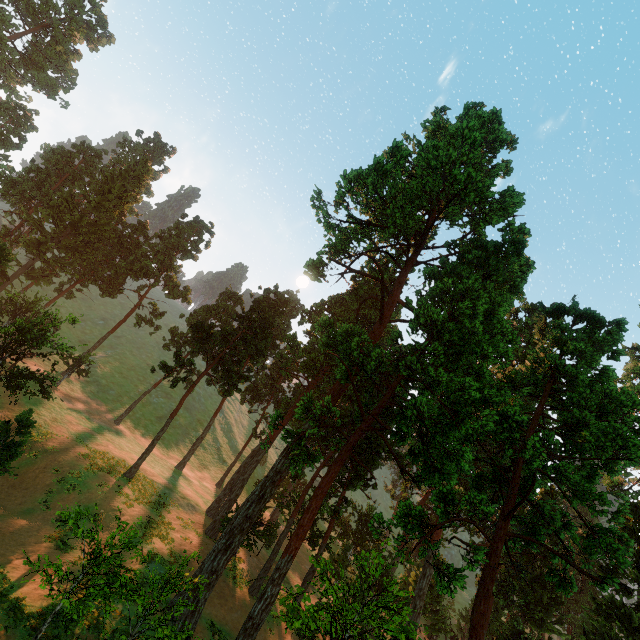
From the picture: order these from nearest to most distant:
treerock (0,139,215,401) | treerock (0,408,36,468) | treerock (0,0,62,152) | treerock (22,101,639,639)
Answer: treerock (22,101,639,639) → treerock (0,408,36,468) → treerock (0,139,215,401) → treerock (0,0,62,152)

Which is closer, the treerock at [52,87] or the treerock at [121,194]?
the treerock at [121,194]

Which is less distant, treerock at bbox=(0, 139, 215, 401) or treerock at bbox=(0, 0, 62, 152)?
treerock at bbox=(0, 139, 215, 401)

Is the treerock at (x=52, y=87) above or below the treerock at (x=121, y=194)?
above

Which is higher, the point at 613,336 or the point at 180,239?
the point at 180,239

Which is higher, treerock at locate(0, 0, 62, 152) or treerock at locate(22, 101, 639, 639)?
treerock at locate(0, 0, 62, 152)
